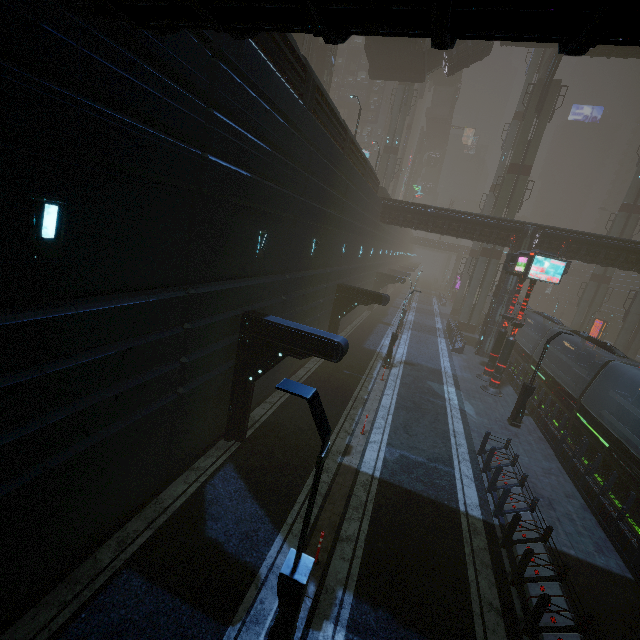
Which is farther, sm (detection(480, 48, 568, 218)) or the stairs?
sm (detection(480, 48, 568, 218))

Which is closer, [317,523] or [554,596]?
[554,596]

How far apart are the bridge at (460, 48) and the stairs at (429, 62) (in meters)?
0.00

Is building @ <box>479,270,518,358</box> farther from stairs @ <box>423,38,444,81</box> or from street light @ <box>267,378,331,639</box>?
stairs @ <box>423,38,444,81</box>

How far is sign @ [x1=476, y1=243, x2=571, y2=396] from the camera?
19.16m

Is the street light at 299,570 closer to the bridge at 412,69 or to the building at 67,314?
the building at 67,314

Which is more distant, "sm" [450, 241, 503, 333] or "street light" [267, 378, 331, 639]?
"sm" [450, 241, 503, 333]

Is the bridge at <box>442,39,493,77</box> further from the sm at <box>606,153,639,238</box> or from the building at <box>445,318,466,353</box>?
the building at <box>445,318,466,353</box>
